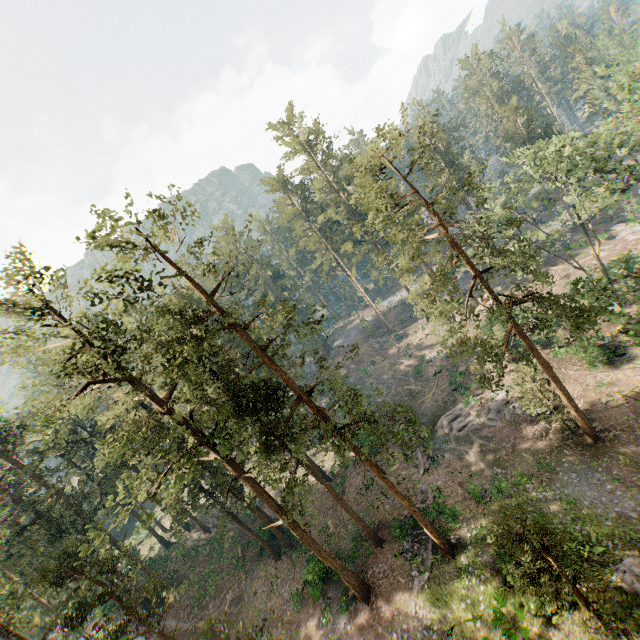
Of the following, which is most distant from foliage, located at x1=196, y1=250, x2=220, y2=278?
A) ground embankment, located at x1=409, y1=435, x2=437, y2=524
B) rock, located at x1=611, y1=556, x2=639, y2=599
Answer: ground embankment, located at x1=409, y1=435, x2=437, y2=524

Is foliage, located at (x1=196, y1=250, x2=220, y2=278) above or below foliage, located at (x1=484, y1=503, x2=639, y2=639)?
above

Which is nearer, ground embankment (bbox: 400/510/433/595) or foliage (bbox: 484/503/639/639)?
foliage (bbox: 484/503/639/639)

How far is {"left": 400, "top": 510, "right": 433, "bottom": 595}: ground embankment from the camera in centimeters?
2239cm

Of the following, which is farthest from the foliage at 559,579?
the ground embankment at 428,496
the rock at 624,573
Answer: the ground embankment at 428,496

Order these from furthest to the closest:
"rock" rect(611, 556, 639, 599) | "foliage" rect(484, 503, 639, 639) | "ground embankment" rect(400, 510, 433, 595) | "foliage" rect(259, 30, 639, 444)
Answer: "ground embankment" rect(400, 510, 433, 595), "foliage" rect(259, 30, 639, 444), "rock" rect(611, 556, 639, 599), "foliage" rect(484, 503, 639, 639)

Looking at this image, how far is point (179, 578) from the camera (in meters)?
36.88

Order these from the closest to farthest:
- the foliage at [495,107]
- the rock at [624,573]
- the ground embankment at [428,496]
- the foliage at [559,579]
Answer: the foliage at [559,579] → the rock at [624,573] → the foliage at [495,107] → the ground embankment at [428,496]
